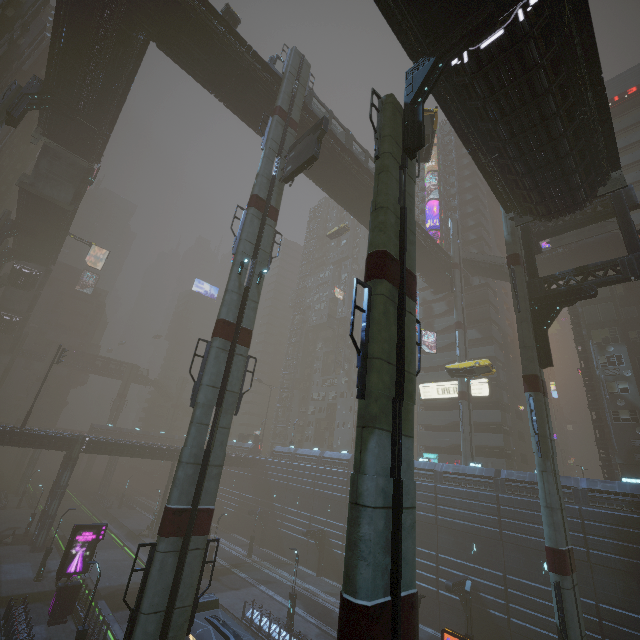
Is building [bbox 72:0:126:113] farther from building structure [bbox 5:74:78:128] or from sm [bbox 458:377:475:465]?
sm [bbox 458:377:475:465]

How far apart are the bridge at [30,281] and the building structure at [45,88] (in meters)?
38.58

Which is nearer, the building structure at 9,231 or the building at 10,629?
the building at 10,629

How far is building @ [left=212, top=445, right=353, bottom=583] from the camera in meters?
39.7

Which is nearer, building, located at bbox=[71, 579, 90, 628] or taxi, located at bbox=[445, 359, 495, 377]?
building, located at bbox=[71, 579, 90, 628]

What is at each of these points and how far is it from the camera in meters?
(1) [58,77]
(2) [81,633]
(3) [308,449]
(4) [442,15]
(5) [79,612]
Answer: (1) bridge, 28.7
(2) street light, 18.1
(3) building, 49.4
(4) bridge, 12.5
(5) building, 23.2

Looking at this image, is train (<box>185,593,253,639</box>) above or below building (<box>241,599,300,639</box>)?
above

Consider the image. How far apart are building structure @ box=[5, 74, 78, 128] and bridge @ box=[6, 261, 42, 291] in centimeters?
3858cm
